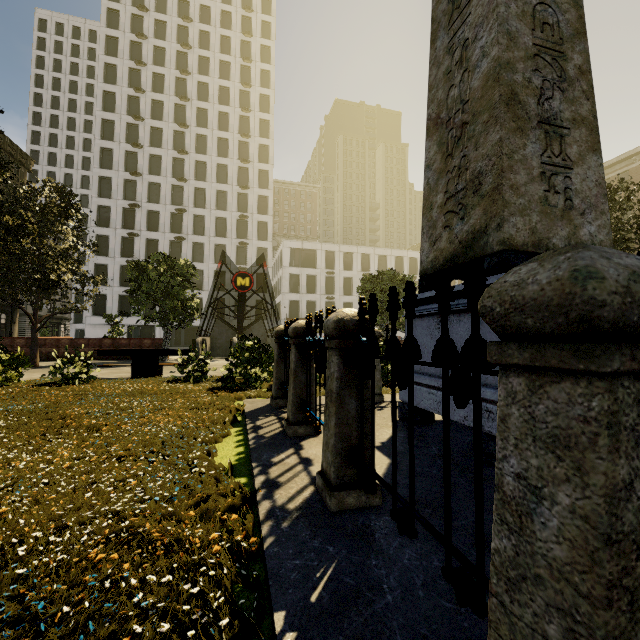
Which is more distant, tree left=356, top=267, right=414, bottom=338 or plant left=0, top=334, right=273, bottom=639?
tree left=356, top=267, right=414, bottom=338

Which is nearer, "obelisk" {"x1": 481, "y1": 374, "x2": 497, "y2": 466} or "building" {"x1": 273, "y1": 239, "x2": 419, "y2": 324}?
"obelisk" {"x1": 481, "y1": 374, "x2": 497, "y2": 466}

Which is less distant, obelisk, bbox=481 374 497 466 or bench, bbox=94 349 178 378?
obelisk, bbox=481 374 497 466

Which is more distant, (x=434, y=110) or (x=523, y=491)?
(x=434, y=110)

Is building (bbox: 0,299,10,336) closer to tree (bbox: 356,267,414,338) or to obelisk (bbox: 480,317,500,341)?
tree (bbox: 356,267,414,338)

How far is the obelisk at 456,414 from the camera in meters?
3.3

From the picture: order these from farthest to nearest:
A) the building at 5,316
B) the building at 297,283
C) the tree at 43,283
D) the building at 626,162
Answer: the building at 297,283, the building at 5,316, the building at 626,162, the tree at 43,283

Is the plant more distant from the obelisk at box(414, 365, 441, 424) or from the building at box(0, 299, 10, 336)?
the building at box(0, 299, 10, 336)
